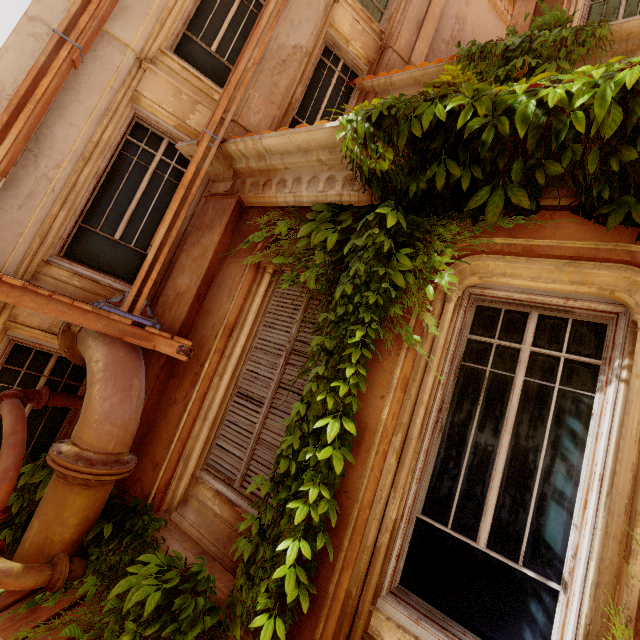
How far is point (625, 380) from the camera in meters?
2.2 m

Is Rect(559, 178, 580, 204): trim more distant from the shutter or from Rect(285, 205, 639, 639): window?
the shutter

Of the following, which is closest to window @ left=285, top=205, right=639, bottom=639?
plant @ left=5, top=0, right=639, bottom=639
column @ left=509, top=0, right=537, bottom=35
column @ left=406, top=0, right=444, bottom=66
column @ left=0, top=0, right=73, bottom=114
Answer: plant @ left=5, top=0, right=639, bottom=639

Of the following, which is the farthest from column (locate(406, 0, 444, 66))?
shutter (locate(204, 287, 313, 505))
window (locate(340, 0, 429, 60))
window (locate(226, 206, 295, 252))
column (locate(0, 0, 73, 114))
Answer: shutter (locate(204, 287, 313, 505))

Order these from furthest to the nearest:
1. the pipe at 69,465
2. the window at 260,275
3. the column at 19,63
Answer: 1. the column at 19,63
2. the window at 260,275
3. the pipe at 69,465

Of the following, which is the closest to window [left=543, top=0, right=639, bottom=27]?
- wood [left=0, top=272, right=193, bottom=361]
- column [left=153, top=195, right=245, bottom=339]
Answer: column [left=153, top=195, right=245, bottom=339]

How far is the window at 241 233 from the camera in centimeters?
415cm

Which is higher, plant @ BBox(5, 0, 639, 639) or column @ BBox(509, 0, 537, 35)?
column @ BBox(509, 0, 537, 35)
